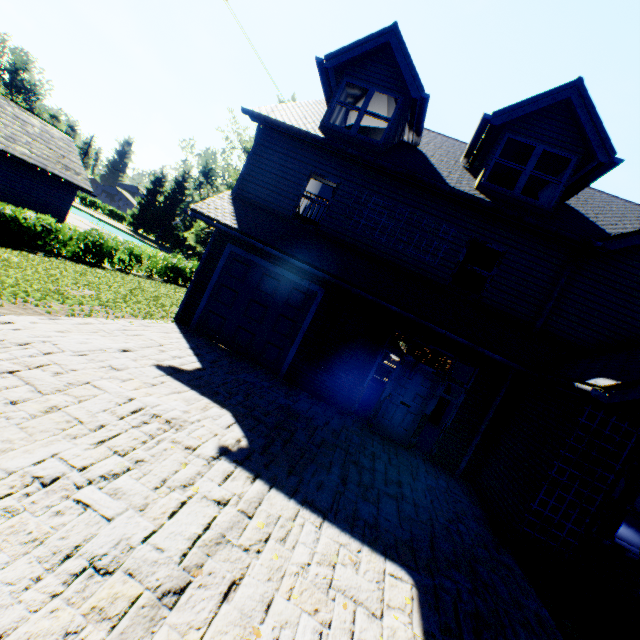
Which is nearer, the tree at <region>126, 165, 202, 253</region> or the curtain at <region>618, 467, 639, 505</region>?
the curtain at <region>618, 467, 639, 505</region>

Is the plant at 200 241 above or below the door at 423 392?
above

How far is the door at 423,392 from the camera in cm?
900

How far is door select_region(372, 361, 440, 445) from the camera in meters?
9.0 m

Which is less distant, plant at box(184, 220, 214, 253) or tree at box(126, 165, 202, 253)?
plant at box(184, 220, 214, 253)

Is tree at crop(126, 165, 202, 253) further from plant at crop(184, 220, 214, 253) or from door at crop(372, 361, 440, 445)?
door at crop(372, 361, 440, 445)

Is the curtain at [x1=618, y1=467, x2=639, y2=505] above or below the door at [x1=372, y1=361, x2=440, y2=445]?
above

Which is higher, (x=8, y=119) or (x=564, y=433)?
(x=8, y=119)
